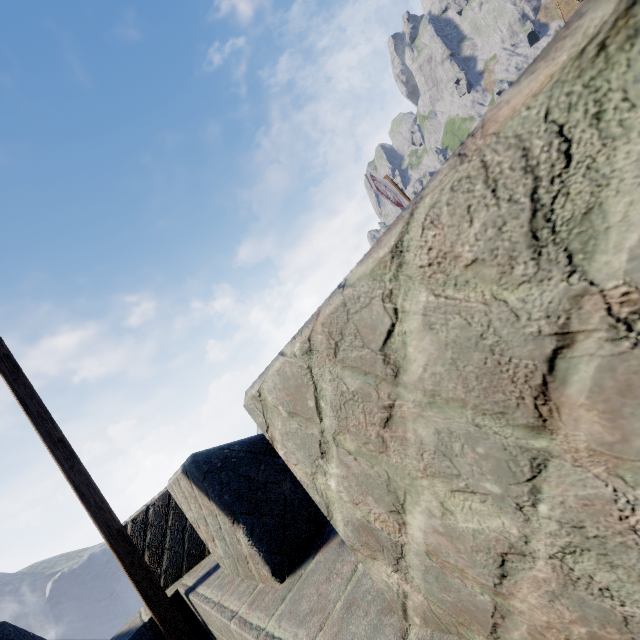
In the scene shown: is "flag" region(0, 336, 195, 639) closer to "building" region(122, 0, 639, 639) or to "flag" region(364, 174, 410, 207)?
"building" region(122, 0, 639, 639)

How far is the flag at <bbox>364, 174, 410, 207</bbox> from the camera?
9.31m

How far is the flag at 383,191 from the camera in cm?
931

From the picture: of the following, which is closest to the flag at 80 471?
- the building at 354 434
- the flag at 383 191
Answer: the building at 354 434

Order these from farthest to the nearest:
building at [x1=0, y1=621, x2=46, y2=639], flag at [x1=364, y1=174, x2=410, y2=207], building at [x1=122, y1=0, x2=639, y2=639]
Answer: flag at [x1=364, y1=174, x2=410, y2=207] < building at [x1=0, y1=621, x2=46, y2=639] < building at [x1=122, y1=0, x2=639, y2=639]

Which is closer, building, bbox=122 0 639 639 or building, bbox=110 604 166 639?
building, bbox=122 0 639 639

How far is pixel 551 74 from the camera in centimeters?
37cm
